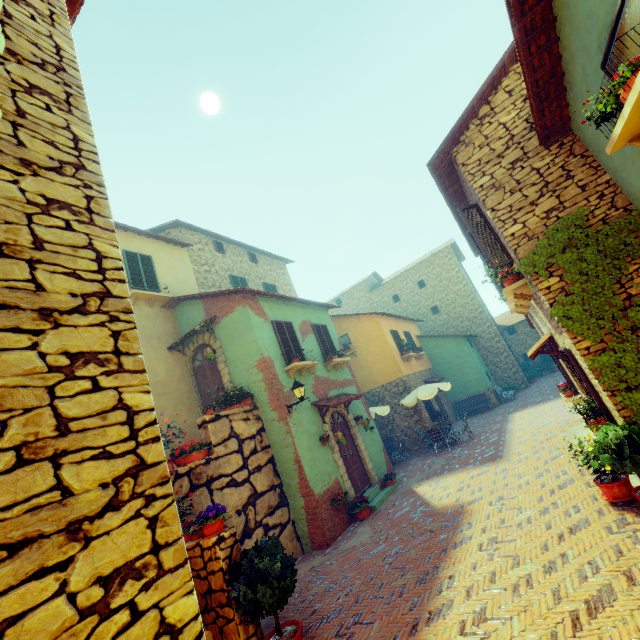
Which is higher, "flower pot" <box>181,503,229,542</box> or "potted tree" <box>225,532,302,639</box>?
"flower pot" <box>181,503,229,542</box>

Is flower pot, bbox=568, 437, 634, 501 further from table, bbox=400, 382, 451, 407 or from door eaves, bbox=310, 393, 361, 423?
table, bbox=400, 382, 451, 407

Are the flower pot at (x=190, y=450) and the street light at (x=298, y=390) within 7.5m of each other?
yes

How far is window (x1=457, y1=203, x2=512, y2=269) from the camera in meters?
7.1 m

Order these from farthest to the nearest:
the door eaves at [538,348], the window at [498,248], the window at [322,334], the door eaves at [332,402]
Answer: the window at [322,334]
the door eaves at [332,402]
the door eaves at [538,348]
the window at [498,248]

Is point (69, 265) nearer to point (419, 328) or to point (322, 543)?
point (322, 543)

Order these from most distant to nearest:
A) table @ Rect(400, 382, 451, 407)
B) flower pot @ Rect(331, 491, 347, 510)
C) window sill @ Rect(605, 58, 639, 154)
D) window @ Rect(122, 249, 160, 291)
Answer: table @ Rect(400, 382, 451, 407), window @ Rect(122, 249, 160, 291), flower pot @ Rect(331, 491, 347, 510), window sill @ Rect(605, 58, 639, 154)

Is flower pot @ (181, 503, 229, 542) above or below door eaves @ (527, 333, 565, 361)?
below
